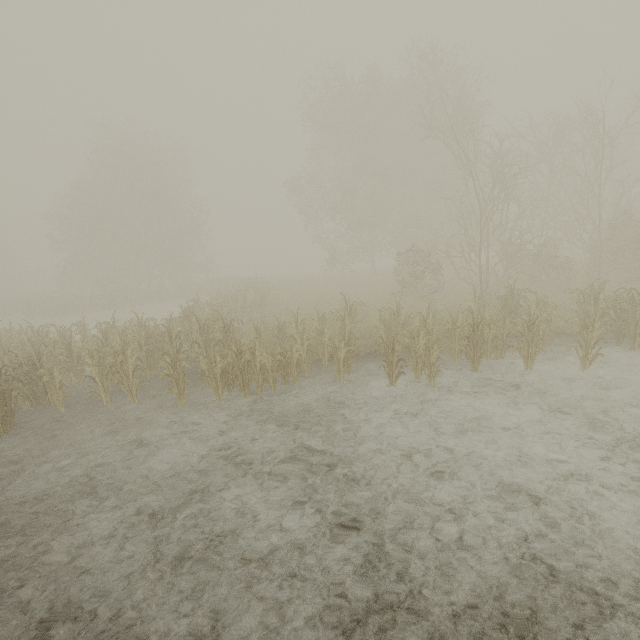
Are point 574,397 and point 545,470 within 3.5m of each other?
yes
